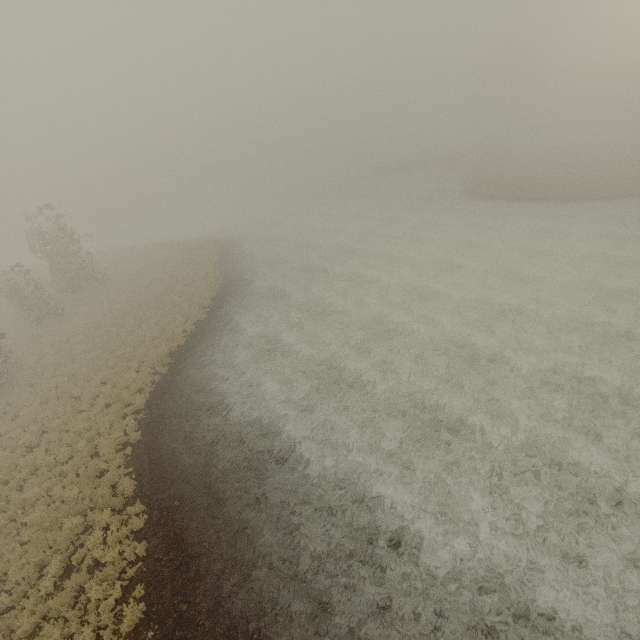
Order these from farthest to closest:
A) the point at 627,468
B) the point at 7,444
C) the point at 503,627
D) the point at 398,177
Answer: the point at 398,177 → the point at 7,444 → the point at 627,468 → the point at 503,627
